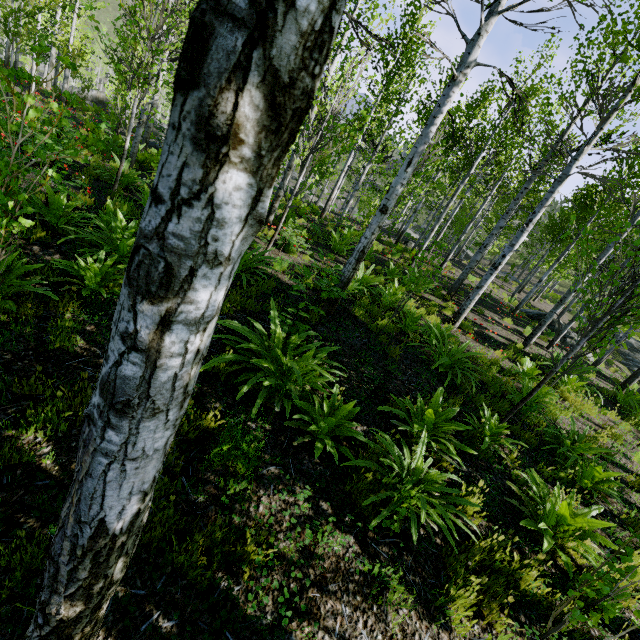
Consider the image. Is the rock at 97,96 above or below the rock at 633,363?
below

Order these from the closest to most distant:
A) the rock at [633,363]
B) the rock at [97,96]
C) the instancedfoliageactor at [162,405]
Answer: the instancedfoliageactor at [162,405], the rock at [633,363], the rock at [97,96]

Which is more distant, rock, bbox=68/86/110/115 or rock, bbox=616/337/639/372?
rock, bbox=68/86/110/115

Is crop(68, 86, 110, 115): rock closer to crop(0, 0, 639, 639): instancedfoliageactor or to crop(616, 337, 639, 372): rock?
crop(616, 337, 639, 372): rock

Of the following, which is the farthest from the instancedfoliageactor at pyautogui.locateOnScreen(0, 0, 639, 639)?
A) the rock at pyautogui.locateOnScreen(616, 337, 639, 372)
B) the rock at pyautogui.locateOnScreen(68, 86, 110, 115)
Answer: the rock at pyautogui.locateOnScreen(616, 337, 639, 372)

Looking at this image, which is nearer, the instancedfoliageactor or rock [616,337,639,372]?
the instancedfoliageactor

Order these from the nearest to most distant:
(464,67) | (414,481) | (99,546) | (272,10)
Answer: (272,10), (99,546), (414,481), (464,67)
